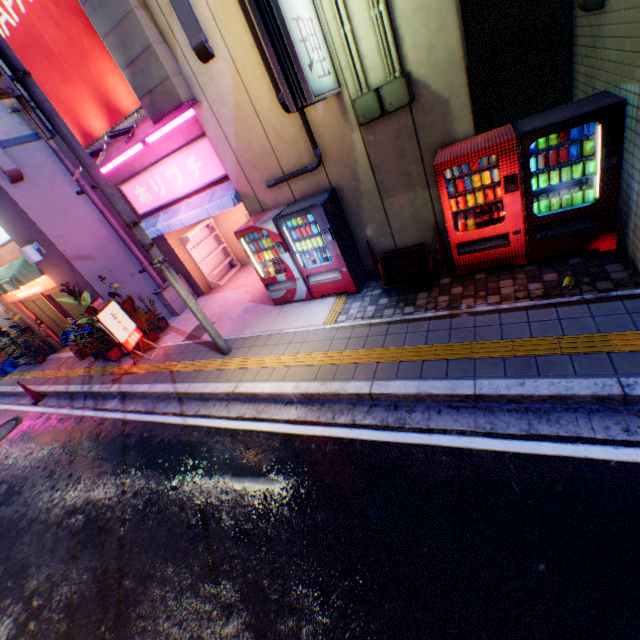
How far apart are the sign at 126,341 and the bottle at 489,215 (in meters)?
8.34

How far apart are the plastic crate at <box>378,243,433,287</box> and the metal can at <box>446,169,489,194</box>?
1.0 meters

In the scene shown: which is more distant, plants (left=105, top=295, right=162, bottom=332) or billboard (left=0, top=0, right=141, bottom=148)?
plants (left=105, top=295, right=162, bottom=332)

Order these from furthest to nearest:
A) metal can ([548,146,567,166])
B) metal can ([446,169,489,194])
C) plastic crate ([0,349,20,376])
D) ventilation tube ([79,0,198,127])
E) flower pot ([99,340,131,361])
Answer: plastic crate ([0,349,20,376])
flower pot ([99,340,131,361])
ventilation tube ([79,0,198,127])
metal can ([446,169,489,194])
metal can ([548,146,567,166])

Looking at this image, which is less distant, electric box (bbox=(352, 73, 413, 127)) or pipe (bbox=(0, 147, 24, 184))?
electric box (bbox=(352, 73, 413, 127))

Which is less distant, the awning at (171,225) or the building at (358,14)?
the building at (358,14)

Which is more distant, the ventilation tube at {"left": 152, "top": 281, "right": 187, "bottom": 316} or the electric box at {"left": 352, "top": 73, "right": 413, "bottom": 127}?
the ventilation tube at {"left": 152, "top": 281, "right": 187, "bottom": 316}

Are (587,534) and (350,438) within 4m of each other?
yes
